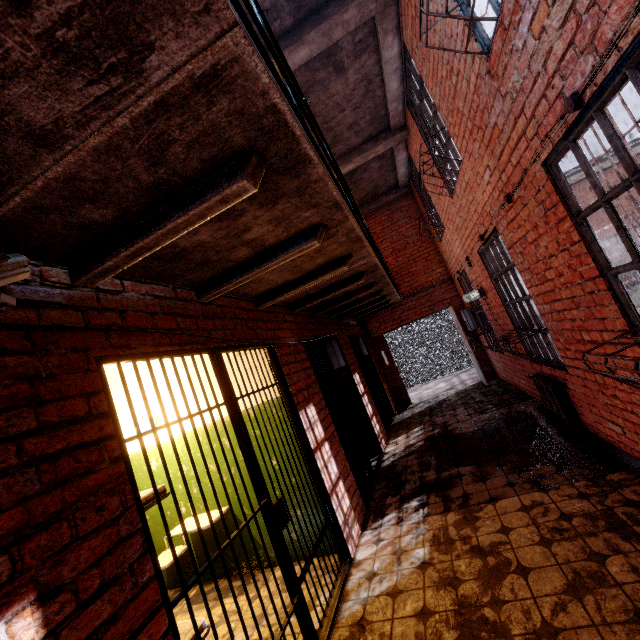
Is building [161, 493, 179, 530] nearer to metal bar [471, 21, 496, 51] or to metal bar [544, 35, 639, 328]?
metal bar [471, 21, 496, 51]

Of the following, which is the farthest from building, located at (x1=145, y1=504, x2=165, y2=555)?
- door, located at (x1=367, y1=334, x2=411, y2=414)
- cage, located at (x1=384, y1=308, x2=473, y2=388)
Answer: cage, located at (x1=384, y1=308, x2=473, y2=388)

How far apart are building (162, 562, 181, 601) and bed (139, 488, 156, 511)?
0.2m

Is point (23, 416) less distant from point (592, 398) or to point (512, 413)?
point (592, 398)

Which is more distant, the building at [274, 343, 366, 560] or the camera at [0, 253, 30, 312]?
the building at [274, 343, 366, 560]

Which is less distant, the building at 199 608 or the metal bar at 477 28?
the metal bar at 477 28

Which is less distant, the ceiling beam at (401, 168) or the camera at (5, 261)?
the camera at (5, 261)

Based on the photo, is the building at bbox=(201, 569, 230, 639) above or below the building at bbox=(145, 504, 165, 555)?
below
